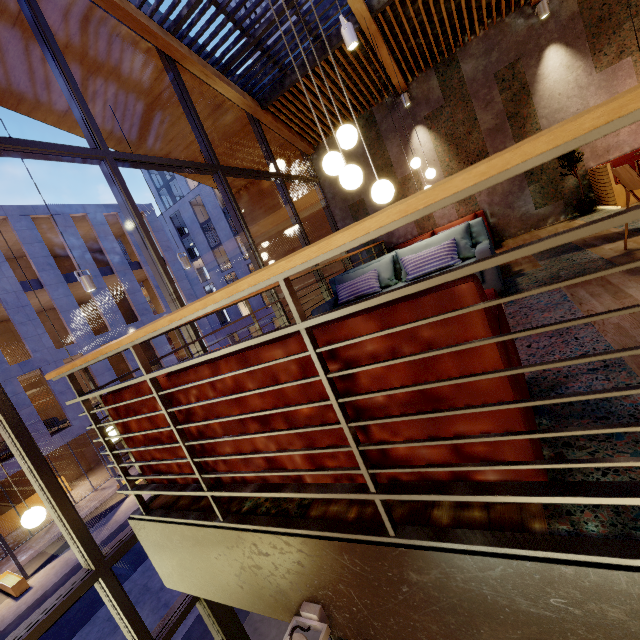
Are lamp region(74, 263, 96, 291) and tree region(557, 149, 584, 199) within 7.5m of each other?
no

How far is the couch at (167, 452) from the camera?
1.90m

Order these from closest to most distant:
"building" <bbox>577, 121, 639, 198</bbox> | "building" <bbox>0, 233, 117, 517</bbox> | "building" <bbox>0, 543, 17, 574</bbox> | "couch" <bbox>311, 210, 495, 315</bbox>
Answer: "couch" <bbox>311, 210, 495, 315</bbox>
"building" <bbox>577, 121, 639, 198</bbox>
"building" <bbox>0, 543, 17, 574</bbox>
"building" <bbox>0, 233, 117, 517</bbox>

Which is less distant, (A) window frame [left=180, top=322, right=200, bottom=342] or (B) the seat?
(A) window frame [left=180, top=322, right=200, bottom=342]

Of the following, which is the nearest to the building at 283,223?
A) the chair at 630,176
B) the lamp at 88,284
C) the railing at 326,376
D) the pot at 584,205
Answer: the railing at 326,376

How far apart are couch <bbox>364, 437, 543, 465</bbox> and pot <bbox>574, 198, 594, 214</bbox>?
6.6 meters

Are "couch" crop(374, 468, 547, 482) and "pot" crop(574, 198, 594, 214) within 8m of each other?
yes

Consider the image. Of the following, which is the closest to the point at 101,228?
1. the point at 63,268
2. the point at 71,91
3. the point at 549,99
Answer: the point at 63,268
